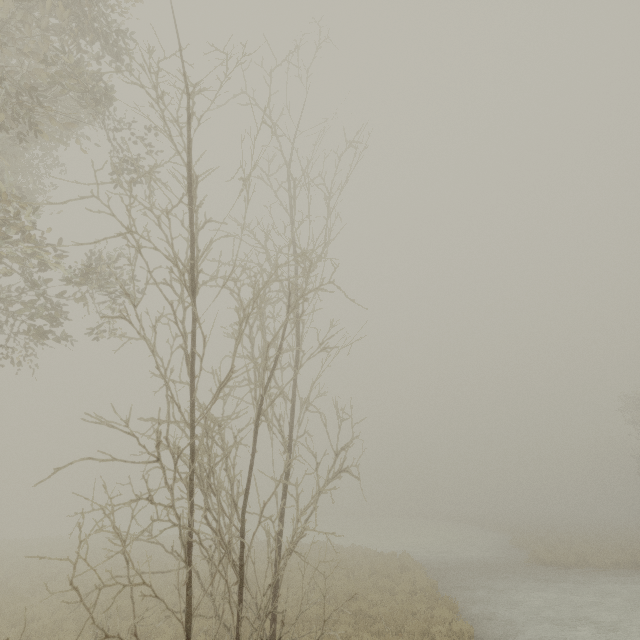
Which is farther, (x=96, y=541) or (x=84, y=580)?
(x=96, y=541)
